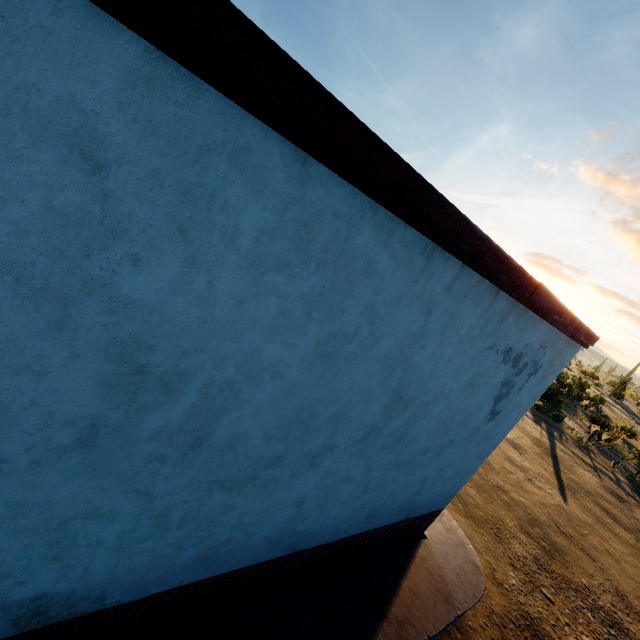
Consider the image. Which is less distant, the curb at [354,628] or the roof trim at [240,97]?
the roof trim at [240,97]

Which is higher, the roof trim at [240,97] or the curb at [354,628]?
the roof trim at [240,97]

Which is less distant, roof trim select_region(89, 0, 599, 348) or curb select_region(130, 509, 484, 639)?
roof trim select_region(89, 0, 599, 348)

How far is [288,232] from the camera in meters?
1.8 m

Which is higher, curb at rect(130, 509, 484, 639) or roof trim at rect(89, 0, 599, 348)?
roof trim at rect(89, 0, 599, 348)
